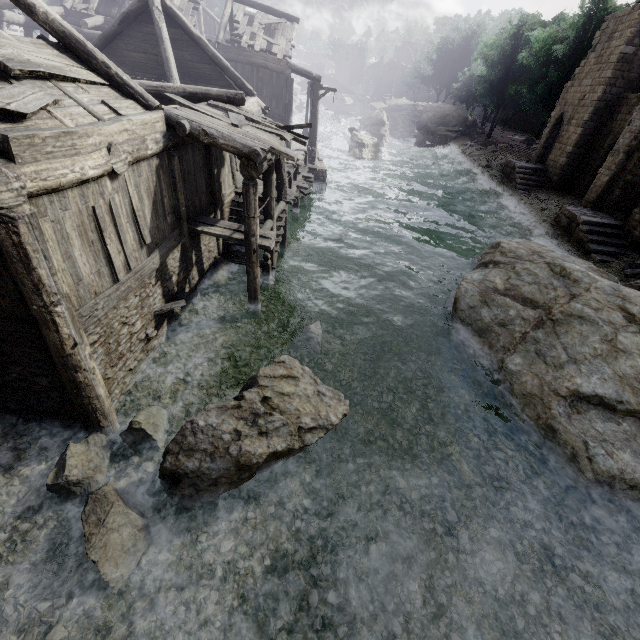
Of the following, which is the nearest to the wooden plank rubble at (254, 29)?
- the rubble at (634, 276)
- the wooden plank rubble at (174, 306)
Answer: the wooden plank rubble at (174, 306)

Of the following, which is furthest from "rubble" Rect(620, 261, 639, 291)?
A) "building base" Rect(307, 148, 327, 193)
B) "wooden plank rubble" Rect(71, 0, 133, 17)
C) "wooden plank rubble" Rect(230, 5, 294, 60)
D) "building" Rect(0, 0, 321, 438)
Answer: "wooden plank rubble" Rect(71, 0, 133, 17)

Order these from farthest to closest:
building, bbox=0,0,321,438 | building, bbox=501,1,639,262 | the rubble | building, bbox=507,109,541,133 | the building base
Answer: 1. building, bbox=507,109,541,133
2. the building base
3. building, bbox=501,1,639,262
4. the rubble
5. building, bbox=0,0,321,438

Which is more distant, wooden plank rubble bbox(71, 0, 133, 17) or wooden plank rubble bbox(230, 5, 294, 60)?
wooden plank rubble bbox(230, 5, 294, 60)

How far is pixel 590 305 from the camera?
8.9 meters

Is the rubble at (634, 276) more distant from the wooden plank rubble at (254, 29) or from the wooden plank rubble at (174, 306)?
the wooden plank rubble at (254, 29)

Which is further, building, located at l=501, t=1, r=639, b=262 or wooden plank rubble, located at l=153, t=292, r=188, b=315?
building, located at l=501, t=1, r=639, b=262

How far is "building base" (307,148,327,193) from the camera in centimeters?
2239cm
